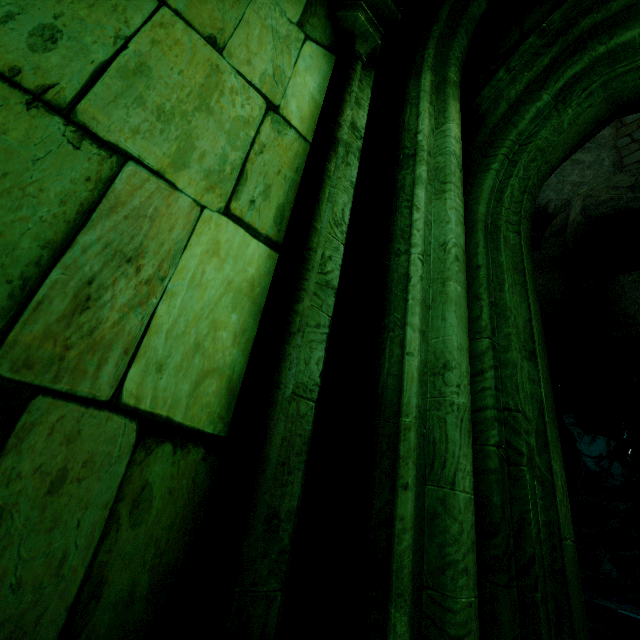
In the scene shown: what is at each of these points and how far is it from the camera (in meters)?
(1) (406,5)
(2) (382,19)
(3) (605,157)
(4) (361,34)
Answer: (1) archway, 2.69
(2) column top, 2.13
(3) rock, 10.43
(4) stone column, 2.08

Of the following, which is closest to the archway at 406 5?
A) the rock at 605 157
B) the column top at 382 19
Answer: the column top at 382 19

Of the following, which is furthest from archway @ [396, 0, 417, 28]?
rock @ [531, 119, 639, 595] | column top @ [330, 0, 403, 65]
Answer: rock @ [531, 119, 639, 595]

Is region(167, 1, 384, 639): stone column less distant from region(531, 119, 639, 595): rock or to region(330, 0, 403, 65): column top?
region(330, 0, 403, 65): column top

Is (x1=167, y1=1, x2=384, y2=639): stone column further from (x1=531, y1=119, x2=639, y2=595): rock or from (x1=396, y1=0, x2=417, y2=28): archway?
(x1=531, y1=119, x2=639, y2=595): rock

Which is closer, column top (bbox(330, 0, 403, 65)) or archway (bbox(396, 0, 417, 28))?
column top (bbox(330, 0, 403, 65))

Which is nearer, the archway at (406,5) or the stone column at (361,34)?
the stone column at (361,34)

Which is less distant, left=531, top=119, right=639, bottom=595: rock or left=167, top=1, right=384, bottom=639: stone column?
left=167, top=1, right=384, bottom=639: stone column
